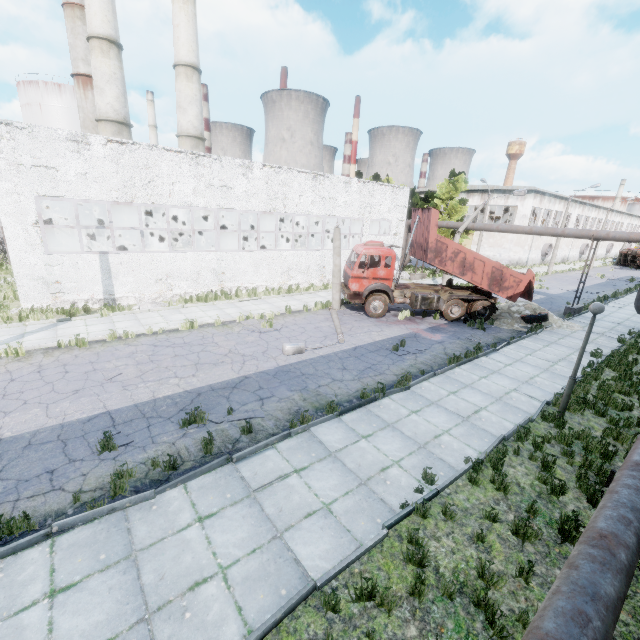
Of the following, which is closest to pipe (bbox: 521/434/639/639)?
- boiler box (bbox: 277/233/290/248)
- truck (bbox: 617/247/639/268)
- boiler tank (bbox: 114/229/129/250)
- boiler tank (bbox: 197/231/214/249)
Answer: boiler box (bbox: 277/233/290/248)

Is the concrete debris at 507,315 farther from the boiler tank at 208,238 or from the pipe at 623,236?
the boiler tank at 208,238

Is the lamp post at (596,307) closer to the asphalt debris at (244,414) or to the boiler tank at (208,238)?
the asphalt debris at (244,414)

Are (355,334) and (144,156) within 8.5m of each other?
no

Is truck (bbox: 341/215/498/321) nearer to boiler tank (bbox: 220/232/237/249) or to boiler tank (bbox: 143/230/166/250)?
boiler tank (bbox: 220/232/237/249)

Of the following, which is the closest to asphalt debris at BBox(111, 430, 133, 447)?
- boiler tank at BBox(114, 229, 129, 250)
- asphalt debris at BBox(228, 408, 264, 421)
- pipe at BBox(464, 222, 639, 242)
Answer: asphalt debris at BBox(228, 408, 264, 421)

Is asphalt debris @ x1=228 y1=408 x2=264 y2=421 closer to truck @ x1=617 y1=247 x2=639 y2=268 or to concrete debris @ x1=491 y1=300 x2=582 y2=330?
concrete debris @ x1=491 y1=300 x2=582 y2=330

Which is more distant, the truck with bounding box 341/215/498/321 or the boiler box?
the boiler box
